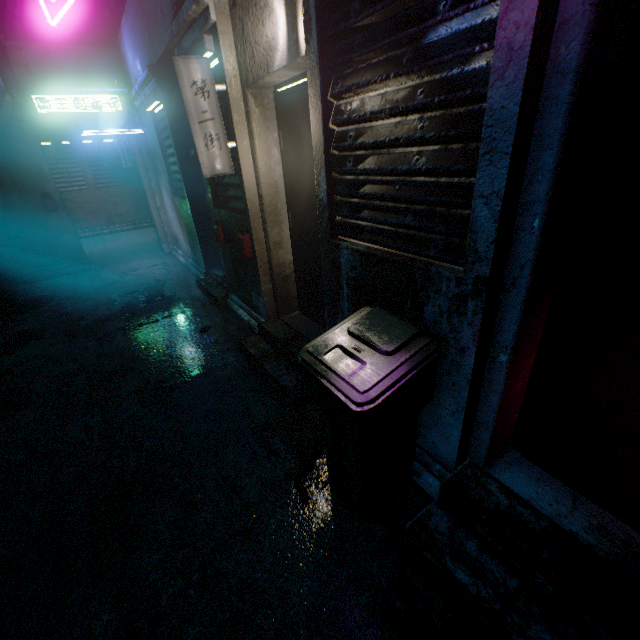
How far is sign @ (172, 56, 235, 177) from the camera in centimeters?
244cm

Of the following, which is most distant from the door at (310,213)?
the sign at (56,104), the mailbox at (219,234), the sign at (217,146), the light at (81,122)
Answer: the sign at (56,104)

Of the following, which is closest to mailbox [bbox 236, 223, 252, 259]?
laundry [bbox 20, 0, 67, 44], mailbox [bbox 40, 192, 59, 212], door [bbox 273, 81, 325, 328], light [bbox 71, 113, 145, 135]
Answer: door [bbox 273, 81, 325, 328]

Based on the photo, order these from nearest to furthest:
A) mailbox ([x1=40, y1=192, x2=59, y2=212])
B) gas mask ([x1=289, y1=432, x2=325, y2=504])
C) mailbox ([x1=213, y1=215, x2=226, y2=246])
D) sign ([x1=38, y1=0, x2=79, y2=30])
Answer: sign ([x1=38, y1=0, x2=79, y2=30])
gas mask ([x1=289, y1=432, x2=325, y2=504])
mailbox ([x1=213, y1=215, x2=226, y2=246])
mailbox ([x1=40, y1=192, x2=59, y2=212])

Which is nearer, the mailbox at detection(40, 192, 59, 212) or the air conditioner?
the air conditioner

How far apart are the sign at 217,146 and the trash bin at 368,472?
1.9 meters

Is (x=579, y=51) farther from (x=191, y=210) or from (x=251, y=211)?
(x=191, y=210)

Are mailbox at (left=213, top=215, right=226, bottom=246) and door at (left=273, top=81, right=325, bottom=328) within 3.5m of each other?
yes
